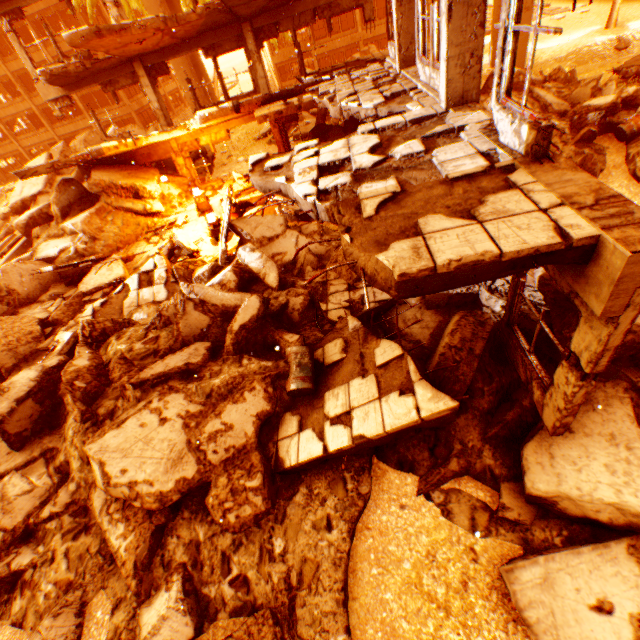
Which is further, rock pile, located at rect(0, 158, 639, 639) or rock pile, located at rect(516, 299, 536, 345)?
rock pile, located at rect(516, 299, 536, 345)

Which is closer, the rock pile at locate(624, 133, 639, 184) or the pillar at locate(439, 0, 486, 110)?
the pillar at locate(439, 0, 486, 110)

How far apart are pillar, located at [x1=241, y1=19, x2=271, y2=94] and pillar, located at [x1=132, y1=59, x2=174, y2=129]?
4.6 meters

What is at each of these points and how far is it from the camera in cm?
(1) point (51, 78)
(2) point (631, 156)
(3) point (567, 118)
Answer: (1) floor rubble, 1269
(2) rock pile, 979
(3) rock pile, 1147

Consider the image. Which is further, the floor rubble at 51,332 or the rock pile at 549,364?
the floor rubble at 51,332

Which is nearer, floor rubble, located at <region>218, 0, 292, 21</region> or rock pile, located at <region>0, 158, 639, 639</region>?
rock pile, located at <region>0, 158, 639, 639</region>

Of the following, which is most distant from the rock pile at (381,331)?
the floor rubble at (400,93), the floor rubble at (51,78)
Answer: the floor rubble at (51,78)

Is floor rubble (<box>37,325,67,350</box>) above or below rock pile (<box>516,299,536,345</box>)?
below
